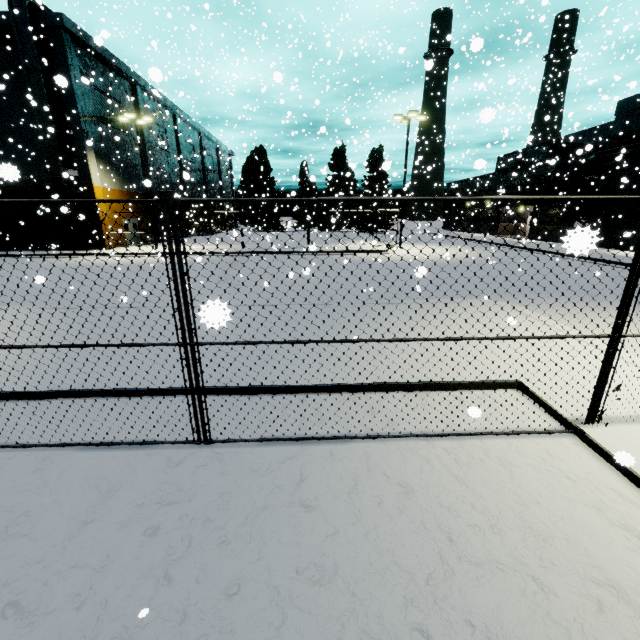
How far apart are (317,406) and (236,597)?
2.70m

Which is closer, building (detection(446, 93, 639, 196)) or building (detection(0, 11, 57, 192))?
building (detection(0, 11, 57, 192))

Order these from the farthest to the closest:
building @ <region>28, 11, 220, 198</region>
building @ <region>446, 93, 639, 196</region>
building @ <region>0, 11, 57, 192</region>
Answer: building @ <region>446, 93, 639, 196</region>, building @ <region>28, 11, 220, 198</region>, building @ <region>0, 11, 57, 192</region>

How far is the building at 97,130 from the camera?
22.34m

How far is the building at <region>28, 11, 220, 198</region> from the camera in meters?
22.3

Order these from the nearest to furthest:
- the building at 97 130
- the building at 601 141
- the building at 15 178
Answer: the building at 15 178, the building at 97 130, the building at 601 141
